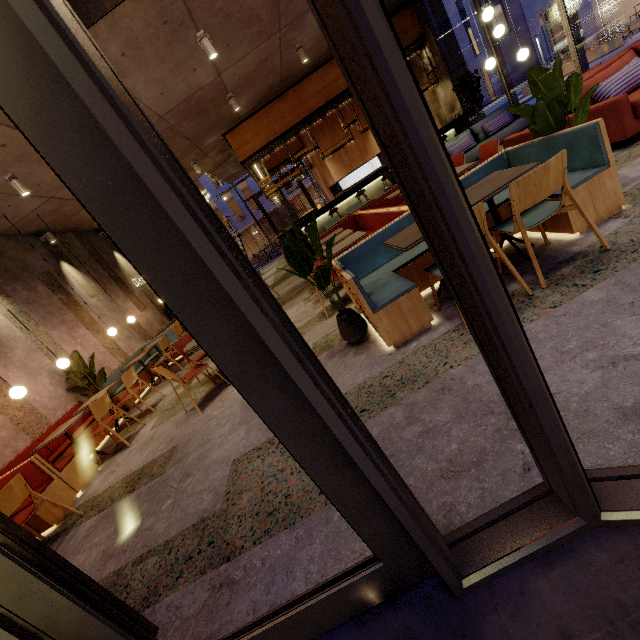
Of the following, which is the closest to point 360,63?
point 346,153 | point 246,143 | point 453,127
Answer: point 246,143

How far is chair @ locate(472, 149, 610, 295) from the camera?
2.3 meters

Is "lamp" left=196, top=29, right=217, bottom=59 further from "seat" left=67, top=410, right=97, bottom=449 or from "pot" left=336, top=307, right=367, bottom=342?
"seat" left=67, top=410, right=97, bottom=449

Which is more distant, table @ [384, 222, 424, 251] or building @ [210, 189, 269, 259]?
building @ [210, 189, 269, 259]

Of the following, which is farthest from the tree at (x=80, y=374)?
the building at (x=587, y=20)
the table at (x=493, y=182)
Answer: the building at (x=587, y=20)

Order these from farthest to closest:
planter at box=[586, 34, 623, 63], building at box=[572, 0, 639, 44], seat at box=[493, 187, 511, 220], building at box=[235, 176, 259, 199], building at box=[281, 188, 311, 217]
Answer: building at box=[281, 188, 311, 217], building at box=[235, 176, 259, 199], building at box=[572, 0, 639, 44], planter at box=[586, 34, 623, 63], seat at box=[493, 187, 511, 220]

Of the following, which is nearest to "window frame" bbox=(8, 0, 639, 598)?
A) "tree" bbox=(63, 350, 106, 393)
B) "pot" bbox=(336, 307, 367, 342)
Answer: "pot" bbox=(336, 307, 367, 342)

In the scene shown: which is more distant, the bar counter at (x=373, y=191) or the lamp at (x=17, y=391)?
the bar counter at (x=373, y=191)
